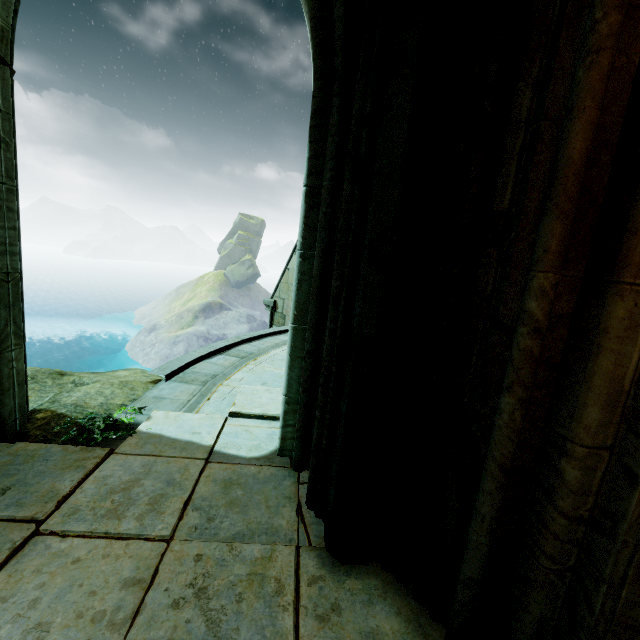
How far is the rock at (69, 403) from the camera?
3.00m

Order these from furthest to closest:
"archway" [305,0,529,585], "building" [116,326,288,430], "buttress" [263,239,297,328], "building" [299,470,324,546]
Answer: "buttress" [263,239,297,328] < "building" [116,326,288,430] < "building" [299,470,324,546] < "archway" [305,0,529,585]

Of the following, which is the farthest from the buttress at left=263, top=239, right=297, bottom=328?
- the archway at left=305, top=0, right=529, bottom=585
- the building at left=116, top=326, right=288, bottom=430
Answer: the archway at left=305, top=0, right=529, bottom=585

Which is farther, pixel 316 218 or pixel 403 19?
pixel 316 218

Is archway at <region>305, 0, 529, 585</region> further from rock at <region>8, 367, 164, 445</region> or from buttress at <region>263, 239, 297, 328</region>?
buttress at <region>263, 239, 297, 328</region>

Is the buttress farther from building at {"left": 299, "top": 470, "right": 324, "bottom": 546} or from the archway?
the archway

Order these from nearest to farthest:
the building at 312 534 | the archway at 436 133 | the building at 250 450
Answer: the archway at 436 133 < the building at 312 534 < the building at 250 450
